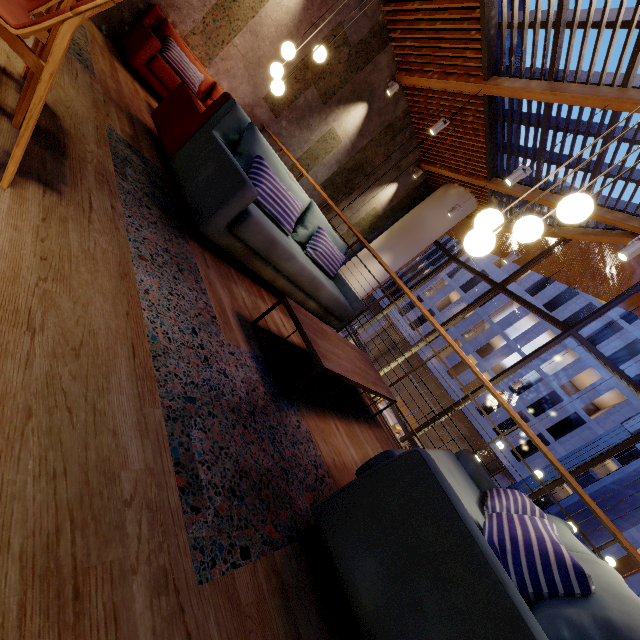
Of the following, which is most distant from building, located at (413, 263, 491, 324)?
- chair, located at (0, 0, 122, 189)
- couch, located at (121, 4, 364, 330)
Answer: chair, located at (0, 0, 122, 189)

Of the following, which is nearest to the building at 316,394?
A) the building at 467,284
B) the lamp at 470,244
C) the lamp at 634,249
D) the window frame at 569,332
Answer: the window frame at 569,332

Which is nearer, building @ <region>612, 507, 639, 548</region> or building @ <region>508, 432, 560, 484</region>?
building @ <region>612, 507, 639, 548</region>

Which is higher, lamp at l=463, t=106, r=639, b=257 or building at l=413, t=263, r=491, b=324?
building at l=413, t=263, r=491, b=324

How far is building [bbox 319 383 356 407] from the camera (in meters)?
2.51

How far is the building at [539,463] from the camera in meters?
24.7 m

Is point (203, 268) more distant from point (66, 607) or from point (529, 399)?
point (529, 399)

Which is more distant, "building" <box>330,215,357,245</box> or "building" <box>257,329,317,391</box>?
"building" <box>330,215,357,245</box>
